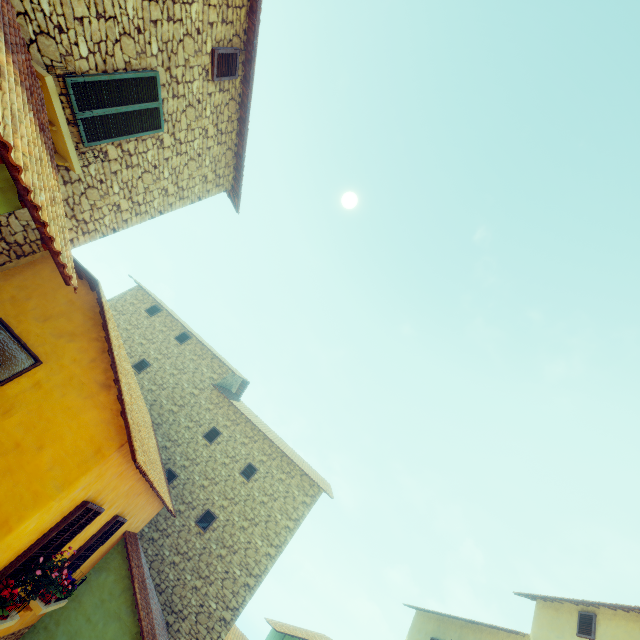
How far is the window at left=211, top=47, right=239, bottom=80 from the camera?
6.8m

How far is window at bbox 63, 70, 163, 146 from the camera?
5.4 meters

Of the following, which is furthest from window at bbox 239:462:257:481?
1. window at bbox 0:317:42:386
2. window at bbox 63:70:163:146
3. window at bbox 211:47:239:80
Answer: window at bbox 211:47:239:80

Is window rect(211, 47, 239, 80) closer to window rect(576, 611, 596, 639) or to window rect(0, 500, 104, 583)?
window rect(0, 500, 104, 583)

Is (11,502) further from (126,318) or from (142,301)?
(142,301)

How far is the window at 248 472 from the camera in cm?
1500

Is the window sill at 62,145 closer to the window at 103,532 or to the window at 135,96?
the window at 135,96

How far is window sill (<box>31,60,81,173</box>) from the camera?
4.66m
